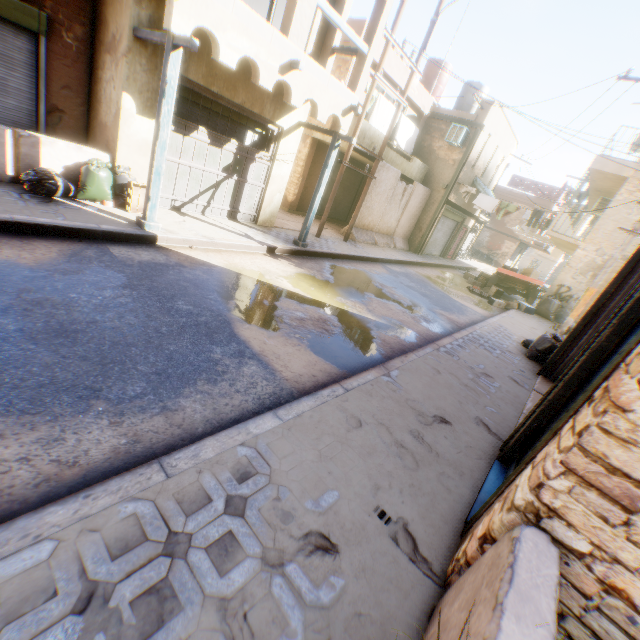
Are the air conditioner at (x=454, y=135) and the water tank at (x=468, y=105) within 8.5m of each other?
yes

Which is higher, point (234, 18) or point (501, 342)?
point (234, 18)

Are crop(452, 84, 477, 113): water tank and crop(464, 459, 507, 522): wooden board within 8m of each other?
no

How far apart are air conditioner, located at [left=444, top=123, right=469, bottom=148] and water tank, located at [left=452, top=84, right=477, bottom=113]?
4.84m

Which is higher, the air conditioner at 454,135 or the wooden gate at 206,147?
the air conditioner at 454,135

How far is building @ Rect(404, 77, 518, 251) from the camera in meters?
16.2 m

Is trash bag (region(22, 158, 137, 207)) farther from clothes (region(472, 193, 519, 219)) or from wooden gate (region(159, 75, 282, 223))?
clothes (region(472, 193, 519, 219))

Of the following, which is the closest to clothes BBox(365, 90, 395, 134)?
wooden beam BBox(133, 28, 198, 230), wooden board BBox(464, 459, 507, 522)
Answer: wooden beam BBox(133, 28, 198, 230)
